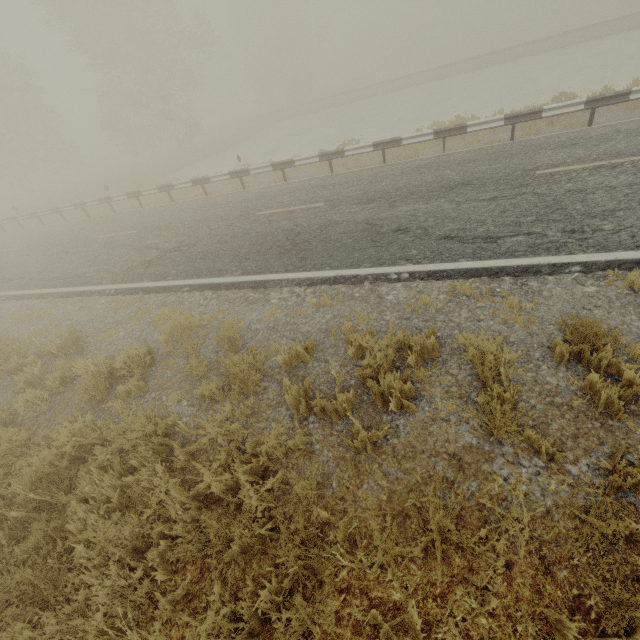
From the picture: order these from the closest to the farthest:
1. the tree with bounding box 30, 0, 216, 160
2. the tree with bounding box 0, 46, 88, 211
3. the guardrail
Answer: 1. the guardrail
2. the tree with bounding box 30, 0, 216, 160
3. the tree with bounding box 0, 46, 88, 211

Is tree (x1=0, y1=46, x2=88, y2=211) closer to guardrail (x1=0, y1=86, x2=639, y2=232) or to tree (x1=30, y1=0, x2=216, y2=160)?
guardrail (x1=0, y1=86, x2=639, y2=232)

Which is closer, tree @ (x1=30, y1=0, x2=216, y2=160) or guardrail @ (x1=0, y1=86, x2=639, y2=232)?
guardrail @ (x1=0, y1=86, x2=639, y2=232)

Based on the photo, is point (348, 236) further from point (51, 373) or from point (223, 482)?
point (51, 373)

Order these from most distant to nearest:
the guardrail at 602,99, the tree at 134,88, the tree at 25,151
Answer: the tree at 25,151
the tree at 134,88
the guardrail at 602,99

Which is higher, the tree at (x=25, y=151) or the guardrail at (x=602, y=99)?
the tree at (x=25, y=151)
